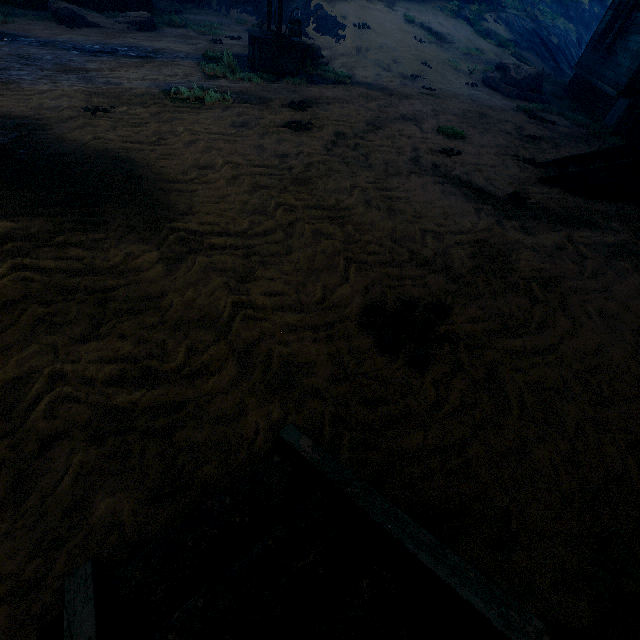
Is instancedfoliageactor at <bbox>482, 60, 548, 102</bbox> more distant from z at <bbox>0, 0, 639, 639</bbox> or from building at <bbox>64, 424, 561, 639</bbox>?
building at <bbox>64, 424, 561, 639</bbox>

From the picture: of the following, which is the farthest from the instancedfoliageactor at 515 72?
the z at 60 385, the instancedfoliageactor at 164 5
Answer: the instancedfoliageactor at 164 5

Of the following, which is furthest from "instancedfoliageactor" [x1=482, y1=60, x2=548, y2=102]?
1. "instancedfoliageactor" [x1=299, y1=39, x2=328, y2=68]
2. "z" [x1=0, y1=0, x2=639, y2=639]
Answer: "instancedfoliageactor" [x1=299, y1=39, x2=328, y2=68]

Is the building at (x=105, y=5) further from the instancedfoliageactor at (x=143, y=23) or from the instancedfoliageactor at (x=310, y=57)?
the instancedfoliageactor at (x=310, y=57)

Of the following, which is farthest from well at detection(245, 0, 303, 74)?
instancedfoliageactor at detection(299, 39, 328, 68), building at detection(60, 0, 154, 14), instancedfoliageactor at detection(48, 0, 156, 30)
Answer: building at detection(60, 0, 154, 14)

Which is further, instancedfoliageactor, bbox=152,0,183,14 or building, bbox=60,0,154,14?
instancedfoliageactor, bbox=152,0,183,14

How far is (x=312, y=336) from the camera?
2.8 meters

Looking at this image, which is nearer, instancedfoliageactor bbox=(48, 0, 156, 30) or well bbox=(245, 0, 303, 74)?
well bbox=(245, 0, 303, 74)
